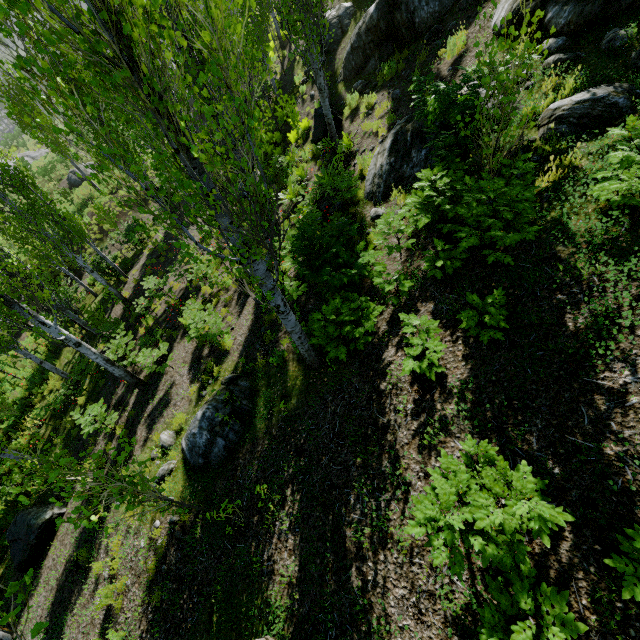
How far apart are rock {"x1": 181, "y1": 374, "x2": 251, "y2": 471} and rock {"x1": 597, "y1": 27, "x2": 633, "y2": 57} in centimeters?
814cm

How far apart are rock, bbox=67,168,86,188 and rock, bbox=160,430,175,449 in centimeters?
2839cm

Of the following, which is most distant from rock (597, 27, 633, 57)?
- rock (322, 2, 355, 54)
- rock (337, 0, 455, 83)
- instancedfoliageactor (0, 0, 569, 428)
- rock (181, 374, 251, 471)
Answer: rock (322, 2, 355, 54)

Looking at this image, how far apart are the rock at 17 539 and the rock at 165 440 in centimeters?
412cm

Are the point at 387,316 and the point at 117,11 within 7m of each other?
yes

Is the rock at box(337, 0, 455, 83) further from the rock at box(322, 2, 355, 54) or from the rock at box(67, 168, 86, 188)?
the rock at box(67, 168, 86, 188)

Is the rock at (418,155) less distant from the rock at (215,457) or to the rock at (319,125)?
the rock at (319,125)

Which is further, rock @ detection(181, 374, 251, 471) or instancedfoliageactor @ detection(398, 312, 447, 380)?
rock @ detection(181, 374, 251, 471)
